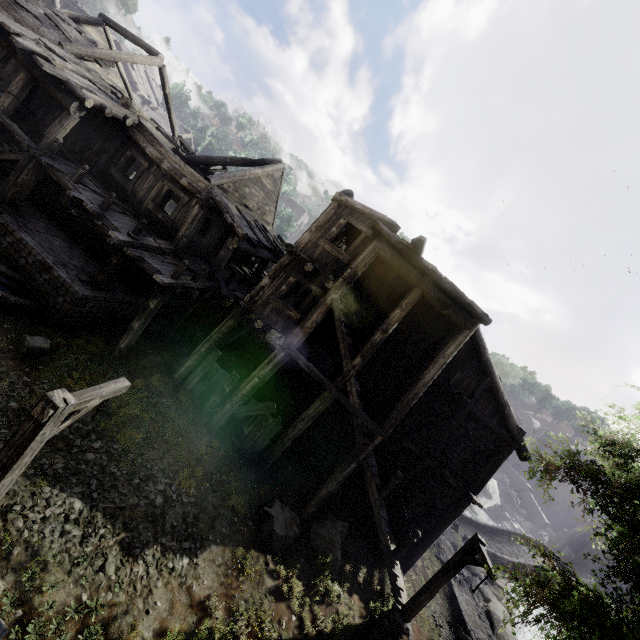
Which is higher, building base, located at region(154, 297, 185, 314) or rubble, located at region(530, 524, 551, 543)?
building base, located at region(154, 297, 185, 314)

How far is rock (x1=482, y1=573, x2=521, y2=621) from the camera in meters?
19.7

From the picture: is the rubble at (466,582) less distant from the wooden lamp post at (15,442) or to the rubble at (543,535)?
the wooden lamp post at (15,442)

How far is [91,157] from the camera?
13.9 meters

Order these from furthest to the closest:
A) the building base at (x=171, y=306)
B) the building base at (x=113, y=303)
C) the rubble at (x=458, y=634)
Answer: the building base at (x=171, y=306) < the rubble at (x=458, y=634) < the building base at (x=113, y=303)

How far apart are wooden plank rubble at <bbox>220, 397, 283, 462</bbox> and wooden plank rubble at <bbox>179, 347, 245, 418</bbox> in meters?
0.4 m

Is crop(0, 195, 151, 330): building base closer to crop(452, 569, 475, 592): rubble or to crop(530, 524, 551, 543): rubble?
crop(452, 569, 475, 592): rubble

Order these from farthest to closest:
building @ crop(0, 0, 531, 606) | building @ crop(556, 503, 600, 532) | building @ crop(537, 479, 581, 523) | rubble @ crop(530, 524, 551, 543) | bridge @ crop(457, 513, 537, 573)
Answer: building @ crop(537, 479, 581, 523) → building @ crop(556, 503, 600, 532) → rubble @ crop(530, 524, 551, 543) → bridge @ crop(457, 513, 537, 573) → building @ crop(0, 0, 531, 606)
